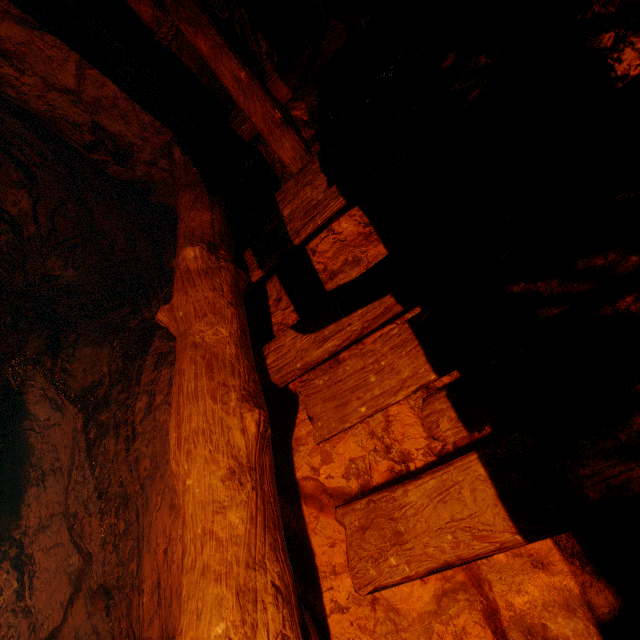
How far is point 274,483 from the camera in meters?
1.2 m

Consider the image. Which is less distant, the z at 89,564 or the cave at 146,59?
the cave at 146,59

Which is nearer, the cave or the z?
the cave
